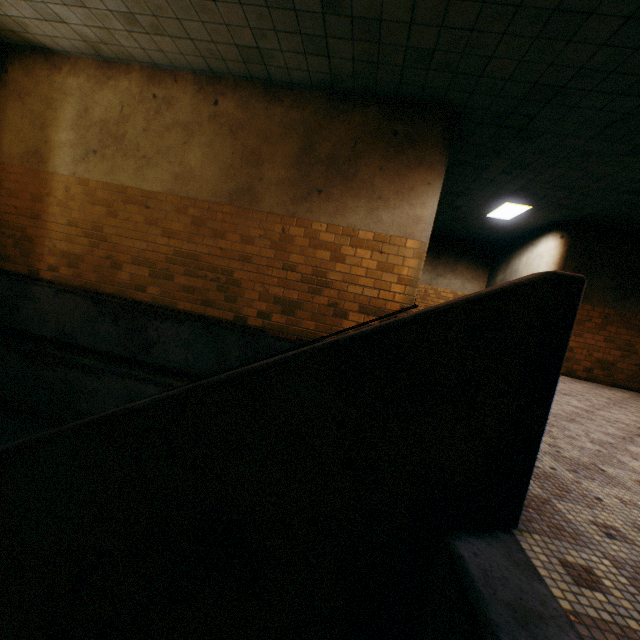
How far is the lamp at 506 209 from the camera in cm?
802

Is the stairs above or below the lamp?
below

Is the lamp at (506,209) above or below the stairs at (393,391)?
above

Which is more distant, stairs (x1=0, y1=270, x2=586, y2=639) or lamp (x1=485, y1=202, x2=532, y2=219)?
lamp (x1=485, y1=202, x2=532, y2=219)

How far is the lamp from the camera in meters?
8.0

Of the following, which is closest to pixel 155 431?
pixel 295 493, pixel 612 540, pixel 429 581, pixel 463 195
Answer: pixel 295 493
